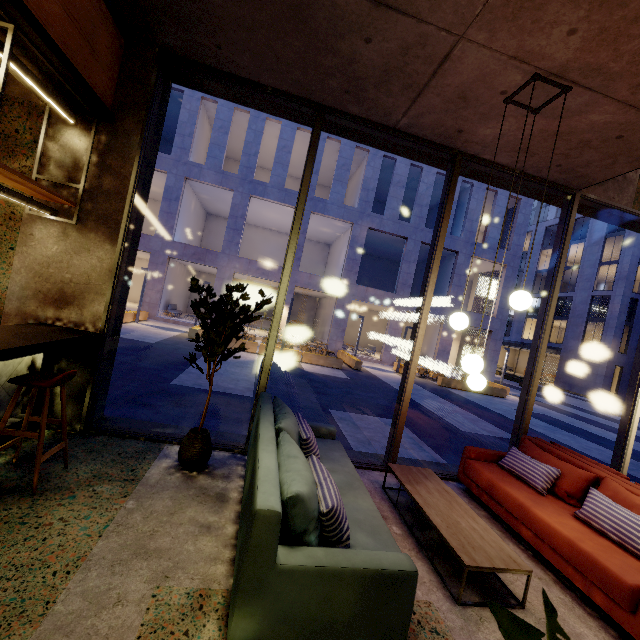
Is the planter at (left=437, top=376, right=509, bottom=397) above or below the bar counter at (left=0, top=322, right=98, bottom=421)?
below

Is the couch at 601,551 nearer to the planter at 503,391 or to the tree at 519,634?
the tree at 519,634

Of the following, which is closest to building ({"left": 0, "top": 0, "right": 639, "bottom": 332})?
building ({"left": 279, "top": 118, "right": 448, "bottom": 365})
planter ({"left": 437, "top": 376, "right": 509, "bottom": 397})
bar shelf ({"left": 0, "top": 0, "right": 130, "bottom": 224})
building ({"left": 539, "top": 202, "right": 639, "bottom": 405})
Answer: bar shelf ({"left": 0, "top": 0, "right": 130, "bottom": 224})

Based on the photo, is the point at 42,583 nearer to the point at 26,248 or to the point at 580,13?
the point at 26,248

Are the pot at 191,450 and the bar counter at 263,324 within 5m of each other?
no

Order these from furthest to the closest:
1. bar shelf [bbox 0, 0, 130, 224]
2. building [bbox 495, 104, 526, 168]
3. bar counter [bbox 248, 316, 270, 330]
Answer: bar counter [bbox 248, 316, 270, 330]
building [bbox 495, 104, 526, 168]
bar shelf [bbox 0, 0, 130, 224]

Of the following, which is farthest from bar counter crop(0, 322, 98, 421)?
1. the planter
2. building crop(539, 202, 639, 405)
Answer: building crop(539, 202, 639, 405)

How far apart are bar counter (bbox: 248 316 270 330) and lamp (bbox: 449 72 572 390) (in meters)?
23.93
